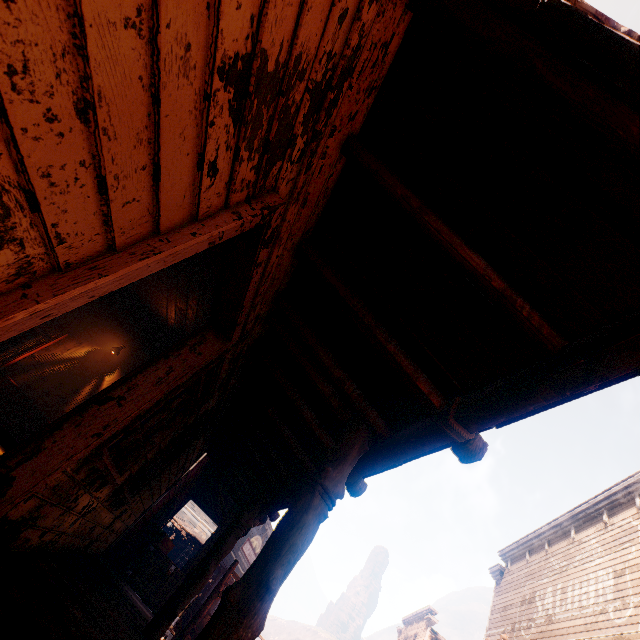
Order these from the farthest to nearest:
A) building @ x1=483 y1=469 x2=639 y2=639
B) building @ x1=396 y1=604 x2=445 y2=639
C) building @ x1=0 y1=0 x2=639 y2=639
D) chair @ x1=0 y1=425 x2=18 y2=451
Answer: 1. building @ x1=396 y1=604 x2=445 y2=639
2. building @ x1=483 y1=469 x2=639 y2=639
3. chair @ x1=0 y1=425 x2=18 y2=451
4. building @ x1=0 y1=0 x2=639 y2=639

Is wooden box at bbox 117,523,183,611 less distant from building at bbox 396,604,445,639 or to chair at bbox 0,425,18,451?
building at bbox 396,604,445,639

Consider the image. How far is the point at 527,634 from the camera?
13.2 meters

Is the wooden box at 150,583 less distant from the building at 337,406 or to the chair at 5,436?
the building at 337,406

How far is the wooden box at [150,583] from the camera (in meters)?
8.77
